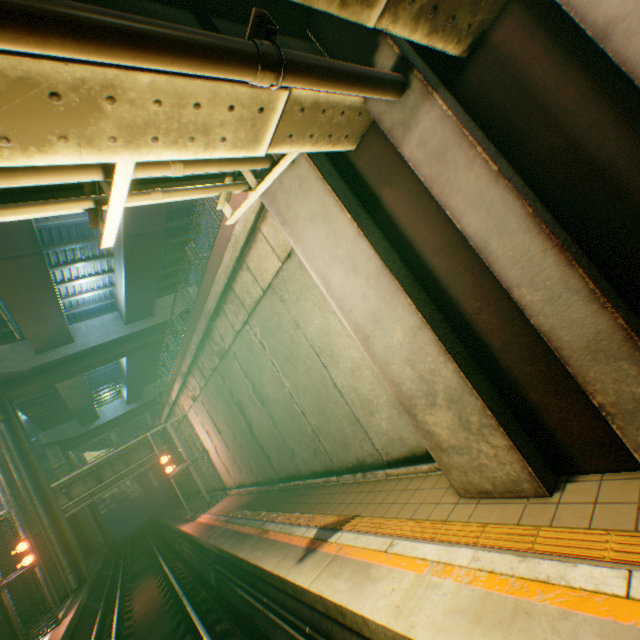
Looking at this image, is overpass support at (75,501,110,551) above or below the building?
below

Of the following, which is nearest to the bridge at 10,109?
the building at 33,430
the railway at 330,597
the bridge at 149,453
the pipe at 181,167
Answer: the pipe at 181,167

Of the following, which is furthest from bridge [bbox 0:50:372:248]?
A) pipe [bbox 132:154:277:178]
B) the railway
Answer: the railway

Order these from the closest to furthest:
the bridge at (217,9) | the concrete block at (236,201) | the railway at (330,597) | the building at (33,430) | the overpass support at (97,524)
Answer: the bridge at (217,9)
the railway at (330,597)
the concrete block at (236,201)
the overpass support at (97,524)
the building at (33,430)

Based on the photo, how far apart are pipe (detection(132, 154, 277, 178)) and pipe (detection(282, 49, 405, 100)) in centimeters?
155cm

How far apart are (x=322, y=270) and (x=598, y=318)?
3.2m

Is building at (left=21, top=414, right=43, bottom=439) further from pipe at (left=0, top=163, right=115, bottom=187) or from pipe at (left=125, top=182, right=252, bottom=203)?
pipe at (left=0, top=163, right=115, bottom=187)

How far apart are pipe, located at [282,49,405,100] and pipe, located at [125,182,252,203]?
2.4 meters
